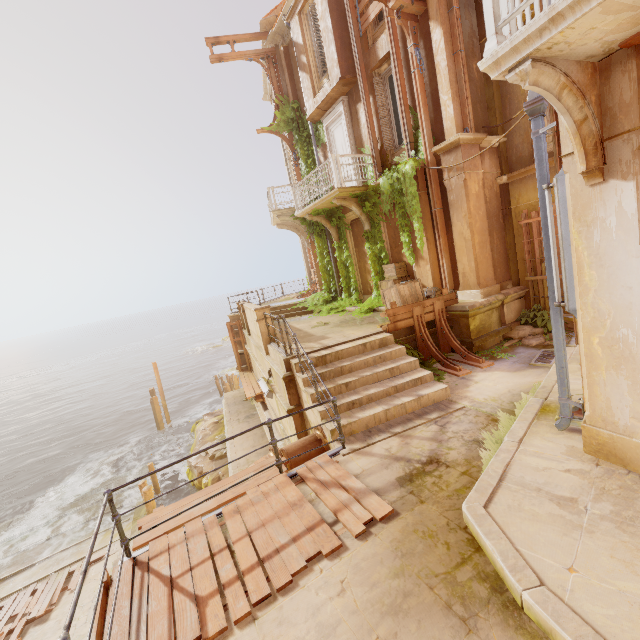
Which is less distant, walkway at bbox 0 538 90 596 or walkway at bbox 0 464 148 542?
walkway at bbox 0 538 90 596

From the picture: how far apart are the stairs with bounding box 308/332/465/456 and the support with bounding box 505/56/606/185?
4.16m

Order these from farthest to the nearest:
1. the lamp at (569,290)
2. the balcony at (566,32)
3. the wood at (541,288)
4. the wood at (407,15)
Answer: the wood at (541,288), the wood at (407,15), the lamp at (569,290), the balcony at (566,32)

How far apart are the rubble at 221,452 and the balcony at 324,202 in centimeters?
1168cm

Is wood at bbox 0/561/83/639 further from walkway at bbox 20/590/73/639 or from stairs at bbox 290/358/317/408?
stairs at bbox 290/358/317/408

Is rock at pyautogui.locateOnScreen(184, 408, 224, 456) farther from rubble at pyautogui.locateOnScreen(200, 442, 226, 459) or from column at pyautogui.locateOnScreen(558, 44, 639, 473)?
column at pyautogui.locateOnScreen(558, 44, 639, 473)

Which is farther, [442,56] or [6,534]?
[6,534]

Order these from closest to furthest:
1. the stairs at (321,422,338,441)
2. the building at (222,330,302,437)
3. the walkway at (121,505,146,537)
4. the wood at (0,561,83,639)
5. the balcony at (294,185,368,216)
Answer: the stairs at (321,422,338,441), the building at (222,330,302,437), the wood at (0,561,83,639), the balcony at (294,185,368,216), the walkway at (121,505,146,537)
